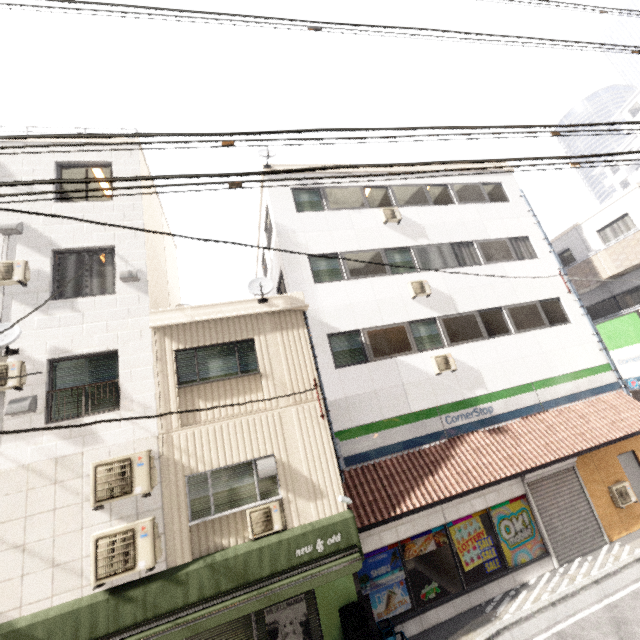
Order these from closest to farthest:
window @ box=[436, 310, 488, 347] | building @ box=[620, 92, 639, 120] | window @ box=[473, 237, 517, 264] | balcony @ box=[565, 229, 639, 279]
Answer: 1. window @ box=[436, 310, 488, 347]
2. window @ box=[473, 237, 517, 264]
3. balcony @ box=[565, 229, 639, 279]
4. building @ box=[620, 92, 639, 120]

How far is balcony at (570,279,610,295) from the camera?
15.4m

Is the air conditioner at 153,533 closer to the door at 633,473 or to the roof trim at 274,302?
the roof trim at 274,302

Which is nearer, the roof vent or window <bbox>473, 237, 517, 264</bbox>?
the roof vent

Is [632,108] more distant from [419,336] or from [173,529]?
[173,529]

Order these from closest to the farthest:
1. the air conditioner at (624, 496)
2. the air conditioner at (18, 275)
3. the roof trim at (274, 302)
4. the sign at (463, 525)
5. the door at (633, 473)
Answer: the air conditioner at (18, 275), the roof trim at (274, 302), the sign at (463, 525), the air conditioner at (624, 496), the door at (633, 473)

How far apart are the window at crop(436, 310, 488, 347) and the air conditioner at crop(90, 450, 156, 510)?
9.34m

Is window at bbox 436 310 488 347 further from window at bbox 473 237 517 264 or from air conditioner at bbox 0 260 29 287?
air conditioner at bbox 0 260 29 287
